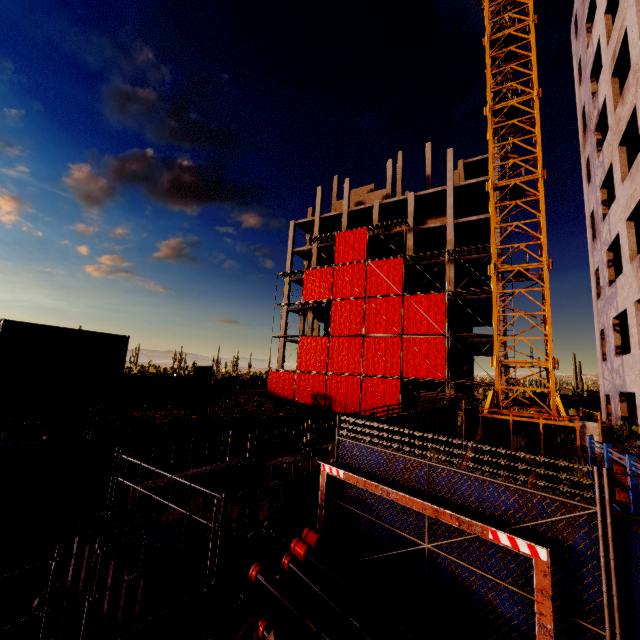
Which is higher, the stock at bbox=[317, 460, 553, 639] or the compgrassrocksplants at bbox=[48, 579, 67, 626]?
the stock at bbox=[317, 460, 553, 639]

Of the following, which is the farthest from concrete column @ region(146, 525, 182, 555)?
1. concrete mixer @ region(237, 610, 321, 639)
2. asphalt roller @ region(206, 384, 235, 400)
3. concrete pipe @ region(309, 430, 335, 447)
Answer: asphalt roller @ region(206, 384, 235, 400)

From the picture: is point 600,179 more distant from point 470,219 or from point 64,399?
point 64,399

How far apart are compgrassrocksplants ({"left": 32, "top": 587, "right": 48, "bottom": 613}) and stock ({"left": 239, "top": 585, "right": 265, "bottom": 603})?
11.4m

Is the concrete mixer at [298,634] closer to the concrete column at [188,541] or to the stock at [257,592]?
the concrete column at [188,541]

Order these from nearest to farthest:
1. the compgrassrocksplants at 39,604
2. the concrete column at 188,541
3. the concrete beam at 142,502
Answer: the concrete column at 188,541
the concrete beam at 142,502
the compgrassrocksplants at 39,604

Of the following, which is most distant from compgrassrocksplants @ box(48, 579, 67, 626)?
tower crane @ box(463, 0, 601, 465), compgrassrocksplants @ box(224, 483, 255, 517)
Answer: tower crane @ box(463, 0, 601, 465)

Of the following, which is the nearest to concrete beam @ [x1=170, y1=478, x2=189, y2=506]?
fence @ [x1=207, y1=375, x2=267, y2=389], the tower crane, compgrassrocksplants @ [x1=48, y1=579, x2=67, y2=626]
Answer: compgrassrocksplants @ [x1=48, y1=579, x2=67, y2=626]
